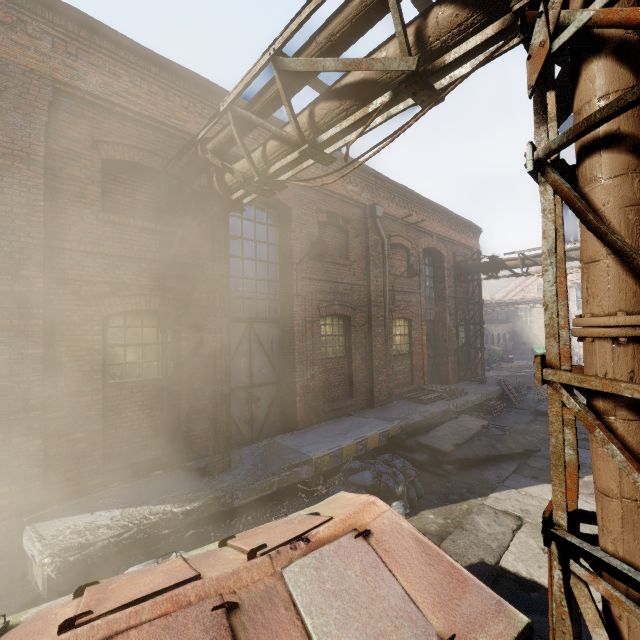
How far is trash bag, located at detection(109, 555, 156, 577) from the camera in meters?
A: 3.9

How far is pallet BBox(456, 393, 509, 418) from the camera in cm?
1186

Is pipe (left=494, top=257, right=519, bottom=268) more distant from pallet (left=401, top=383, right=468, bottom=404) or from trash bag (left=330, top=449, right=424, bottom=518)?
pallet (left=401, top=383, right=468, bottom=404)

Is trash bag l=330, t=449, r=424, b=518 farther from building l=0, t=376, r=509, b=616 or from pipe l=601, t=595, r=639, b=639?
pipe l=601, t=595, r=639, b=639

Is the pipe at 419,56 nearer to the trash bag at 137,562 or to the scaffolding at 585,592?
Answer: the scaffolding at 585,592

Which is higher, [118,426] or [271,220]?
[271,220]

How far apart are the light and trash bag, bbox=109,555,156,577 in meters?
5.5

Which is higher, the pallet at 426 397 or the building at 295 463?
the pallet at 426 397
